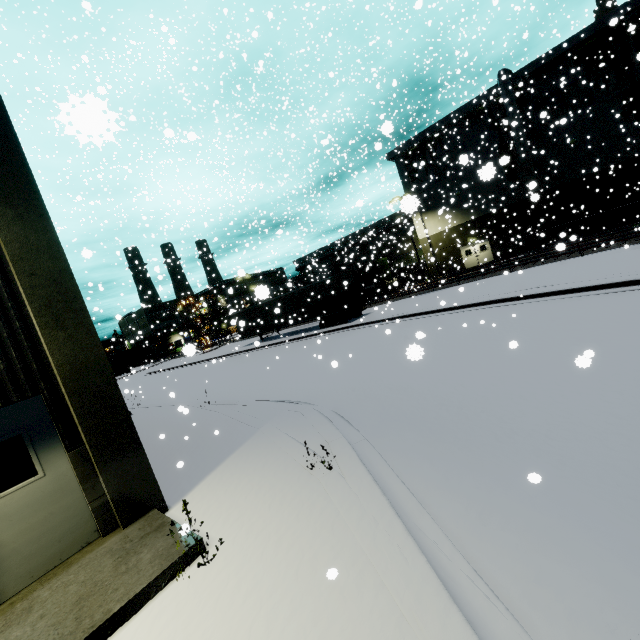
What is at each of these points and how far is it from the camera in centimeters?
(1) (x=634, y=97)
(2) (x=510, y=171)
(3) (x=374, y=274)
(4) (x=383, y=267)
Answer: (1) tree, 2509cm
(2) tree, 3088cm
(3) cargo container, 3516cm
(4) cargo container door, 3556cm

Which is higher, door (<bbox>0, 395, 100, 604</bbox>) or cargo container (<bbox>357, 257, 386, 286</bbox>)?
cargo container (<bbox>357, 257, 386, 286</bbox>)

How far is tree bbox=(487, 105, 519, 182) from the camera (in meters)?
19.23

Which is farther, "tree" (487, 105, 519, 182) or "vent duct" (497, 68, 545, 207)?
"tree" (487, 105, 519, 182)

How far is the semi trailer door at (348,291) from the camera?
23.22m

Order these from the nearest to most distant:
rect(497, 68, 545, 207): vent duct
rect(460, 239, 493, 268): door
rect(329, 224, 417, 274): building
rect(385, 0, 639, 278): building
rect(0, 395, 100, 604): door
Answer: rect(0, 395, 100, 604): door, rect(497, 68, 545, 207): vent duct, rect(385, 0, 639, 278): building, rect(460, 239, 493, 268): door, rect(329, 224, 417, 274): building

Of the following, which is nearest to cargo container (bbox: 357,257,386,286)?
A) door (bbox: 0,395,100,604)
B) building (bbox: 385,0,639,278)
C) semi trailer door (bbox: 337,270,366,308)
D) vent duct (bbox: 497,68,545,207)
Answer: building (bbox: 385,0,639,278)

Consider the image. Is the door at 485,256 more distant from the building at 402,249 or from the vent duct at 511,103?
the vent duct at 511,103
